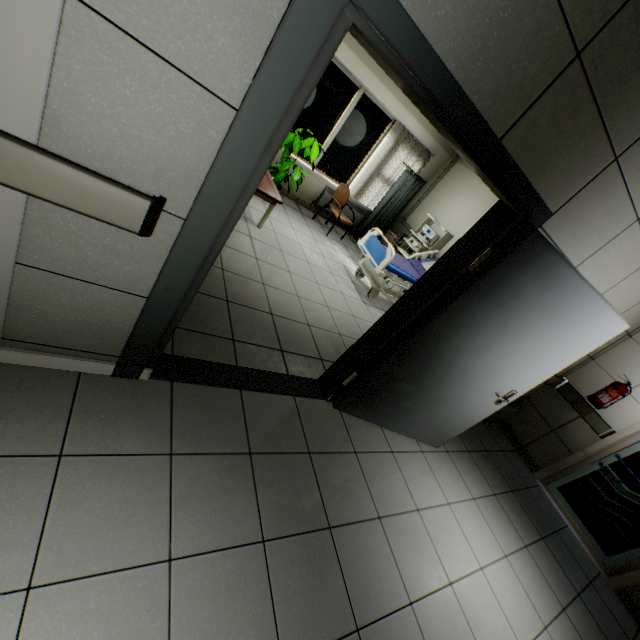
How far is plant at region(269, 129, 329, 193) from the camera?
5.2m

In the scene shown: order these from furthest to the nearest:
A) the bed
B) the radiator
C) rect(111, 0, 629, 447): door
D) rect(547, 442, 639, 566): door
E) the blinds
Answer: the radiator → the blinds → the bed → rect(547, 442, 639, 566): door → rect(111, 0, 629, 447): door

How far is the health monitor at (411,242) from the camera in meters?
6.2 m

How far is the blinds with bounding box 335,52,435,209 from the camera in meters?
6.2

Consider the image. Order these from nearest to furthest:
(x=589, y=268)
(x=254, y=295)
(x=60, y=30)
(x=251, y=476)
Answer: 1. (x=60, y=30)
2. (x=251, y=476)
3. (x=589, y=268)
4. (x=254, y=295)

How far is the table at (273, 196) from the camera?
4.3m

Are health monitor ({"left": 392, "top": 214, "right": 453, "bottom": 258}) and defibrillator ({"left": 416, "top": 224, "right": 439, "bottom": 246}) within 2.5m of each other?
yes

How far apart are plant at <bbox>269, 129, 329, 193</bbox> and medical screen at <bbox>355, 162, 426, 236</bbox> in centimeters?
213cm
